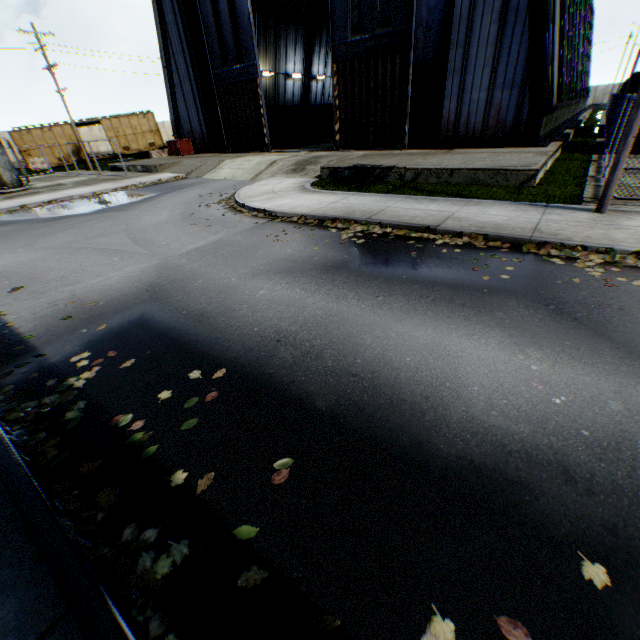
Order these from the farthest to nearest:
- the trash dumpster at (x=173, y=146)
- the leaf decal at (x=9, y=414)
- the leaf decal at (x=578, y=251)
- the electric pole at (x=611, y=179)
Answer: the trash dumpster at (x=173, y=146), the electric pole at (x=611, y=179), the leaf decal at (x=578, y=251), the leaf decal at (x=9, y=414)

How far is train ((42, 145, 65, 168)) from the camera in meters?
31.3 m

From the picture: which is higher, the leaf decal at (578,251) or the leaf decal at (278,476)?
the leaf decal at (578,251)

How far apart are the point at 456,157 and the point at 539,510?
14.3 meters

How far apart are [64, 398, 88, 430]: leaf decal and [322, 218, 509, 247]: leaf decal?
5.31m

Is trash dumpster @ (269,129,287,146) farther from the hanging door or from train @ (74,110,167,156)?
train @ (74,110,167,156)

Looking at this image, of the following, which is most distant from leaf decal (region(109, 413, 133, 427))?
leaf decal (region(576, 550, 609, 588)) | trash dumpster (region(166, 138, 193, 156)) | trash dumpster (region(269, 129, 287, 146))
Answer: trash dumpster (region(269, 129, 287, 146))
